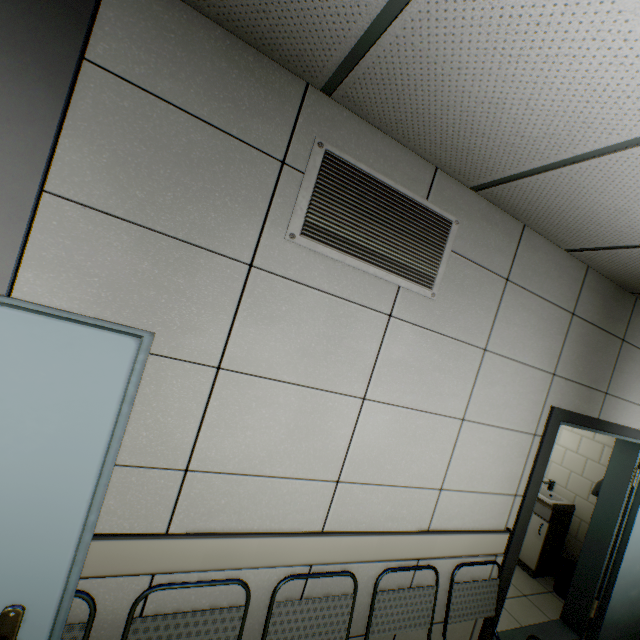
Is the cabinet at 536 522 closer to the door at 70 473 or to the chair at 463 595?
the chair at 463 595

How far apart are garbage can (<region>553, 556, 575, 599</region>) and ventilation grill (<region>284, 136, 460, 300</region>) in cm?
433

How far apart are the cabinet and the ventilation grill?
4.1m

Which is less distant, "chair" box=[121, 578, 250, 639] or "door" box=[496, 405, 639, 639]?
"chair" box=[121, 578, 250, 639]

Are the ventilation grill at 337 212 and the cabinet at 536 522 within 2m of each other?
no

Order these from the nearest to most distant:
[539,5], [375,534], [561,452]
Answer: [539,5], [375,534], [561,452]

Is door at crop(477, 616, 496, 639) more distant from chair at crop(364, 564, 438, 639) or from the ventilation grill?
the ventilation grill

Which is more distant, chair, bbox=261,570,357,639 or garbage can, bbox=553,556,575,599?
garbage can, bbox=553,556,575,599
